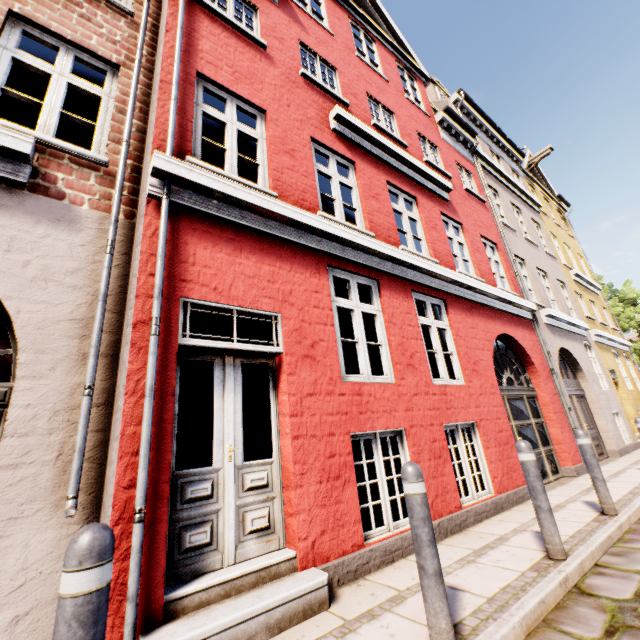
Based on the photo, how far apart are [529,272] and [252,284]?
10.74m

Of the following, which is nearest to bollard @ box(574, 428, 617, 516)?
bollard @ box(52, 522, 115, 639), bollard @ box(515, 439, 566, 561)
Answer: bollard @ box(515, 439, 566, 561)

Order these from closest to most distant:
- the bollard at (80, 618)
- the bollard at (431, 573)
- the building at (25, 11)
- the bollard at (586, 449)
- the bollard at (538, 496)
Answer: the bollard at (80, 618)
the bollard at (431, 573)
the building at (25, 11)
the bollard at (538, 496)
the bollard at (586, 449)

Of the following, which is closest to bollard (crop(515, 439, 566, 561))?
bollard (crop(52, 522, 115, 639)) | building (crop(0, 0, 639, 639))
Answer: building (crop(0, 0, 639, 639))

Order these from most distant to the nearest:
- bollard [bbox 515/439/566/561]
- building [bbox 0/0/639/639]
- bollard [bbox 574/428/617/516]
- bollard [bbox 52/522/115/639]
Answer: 1. bollard [bbox 574/428/617/516]
2. bollard [bbox 515/439/566/561]
3. building [bbox 0/0/639/639]
4. bollard [bbox 52/522/115/639]

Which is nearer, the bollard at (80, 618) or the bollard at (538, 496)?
the bollard at (80, 618)

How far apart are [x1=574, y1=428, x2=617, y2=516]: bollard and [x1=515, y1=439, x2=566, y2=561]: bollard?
1.85m

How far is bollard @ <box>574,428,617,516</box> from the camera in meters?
4.4 m
